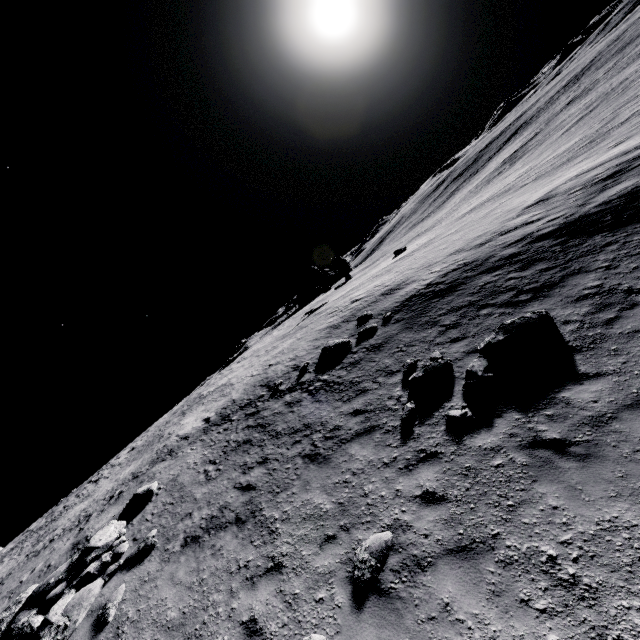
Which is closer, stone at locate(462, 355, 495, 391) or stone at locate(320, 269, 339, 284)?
stone at locate(462, 355, 495, 391)

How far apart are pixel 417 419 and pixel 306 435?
4.07m

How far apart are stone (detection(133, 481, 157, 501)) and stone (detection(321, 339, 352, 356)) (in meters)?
9.07

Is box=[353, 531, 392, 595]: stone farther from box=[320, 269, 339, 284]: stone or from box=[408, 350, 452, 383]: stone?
box=[320, 269, 339, 284]: stone

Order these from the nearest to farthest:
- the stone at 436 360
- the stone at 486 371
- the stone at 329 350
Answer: the stone at 486 371, the stone at 436 360, the stone at 329 350

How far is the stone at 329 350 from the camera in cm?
1541

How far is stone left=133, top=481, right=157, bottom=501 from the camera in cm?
1279

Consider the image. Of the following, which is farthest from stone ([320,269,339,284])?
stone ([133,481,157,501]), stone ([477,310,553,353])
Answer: stone ([477,310,553,353])
